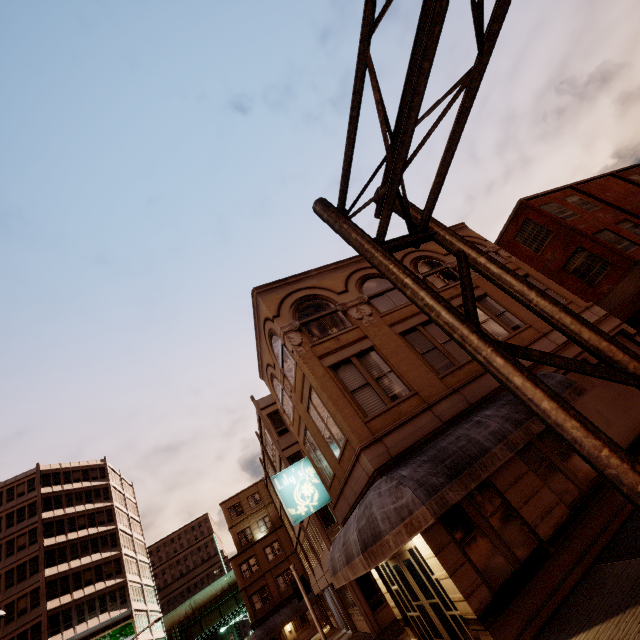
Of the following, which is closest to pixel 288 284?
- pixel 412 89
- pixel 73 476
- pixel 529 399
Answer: pixel 412 89

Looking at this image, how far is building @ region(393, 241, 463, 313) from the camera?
15.3m

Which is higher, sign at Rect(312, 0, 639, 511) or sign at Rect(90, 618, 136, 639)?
sign at Rect(90, 618, 136, 639)

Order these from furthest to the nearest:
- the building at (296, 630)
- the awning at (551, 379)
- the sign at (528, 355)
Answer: the building at (296, 630) < the awning at (551, 379) < the sign at (528, 355)

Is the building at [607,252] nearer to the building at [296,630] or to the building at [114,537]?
the building at [296,630]

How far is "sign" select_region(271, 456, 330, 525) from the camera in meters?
14.6

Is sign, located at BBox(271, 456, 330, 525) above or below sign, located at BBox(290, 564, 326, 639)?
above

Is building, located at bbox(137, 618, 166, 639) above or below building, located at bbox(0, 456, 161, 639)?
below
